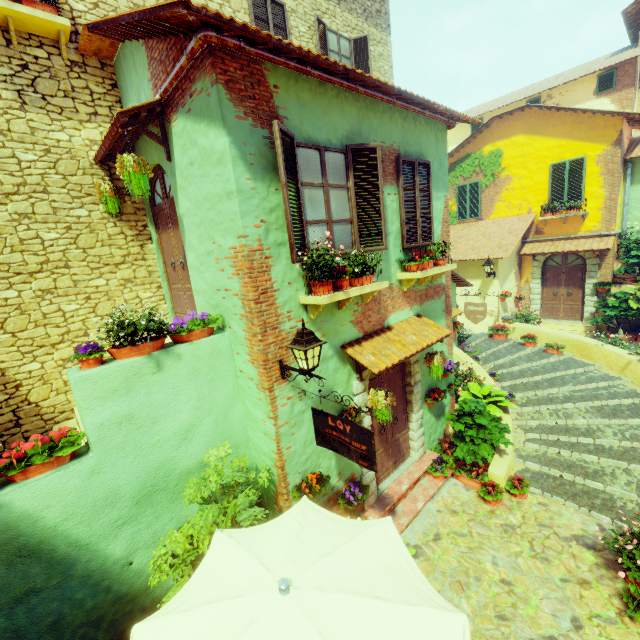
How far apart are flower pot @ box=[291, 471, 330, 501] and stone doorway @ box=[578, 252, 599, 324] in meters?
13.4

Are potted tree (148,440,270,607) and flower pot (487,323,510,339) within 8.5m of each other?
no

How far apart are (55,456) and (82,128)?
5.47m

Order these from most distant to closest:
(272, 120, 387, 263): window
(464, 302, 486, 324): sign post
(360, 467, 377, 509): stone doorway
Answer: (464, 302, 486, 324): sign post
(360, 467, 377, 509): stone doorway
(272, 120, 387, 263): window

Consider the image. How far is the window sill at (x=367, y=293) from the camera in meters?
4.4

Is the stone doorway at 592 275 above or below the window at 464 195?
below

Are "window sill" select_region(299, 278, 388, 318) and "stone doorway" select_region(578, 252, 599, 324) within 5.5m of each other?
no

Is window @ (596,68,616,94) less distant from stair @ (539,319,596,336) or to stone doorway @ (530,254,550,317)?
stone doorway @ (530,254,550,317)
